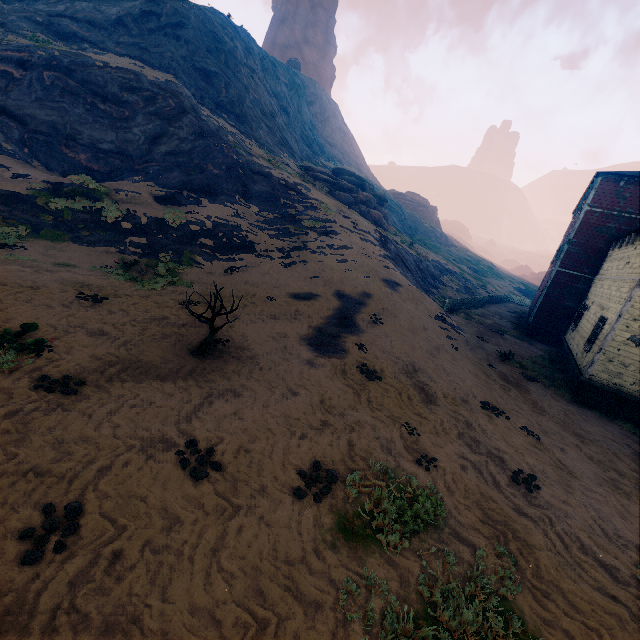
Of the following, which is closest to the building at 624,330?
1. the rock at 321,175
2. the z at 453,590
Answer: the z at 453,590

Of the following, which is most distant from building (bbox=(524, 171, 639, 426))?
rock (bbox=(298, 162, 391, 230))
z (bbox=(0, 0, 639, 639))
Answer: rock (bbox=(298, 162, 391, 230))

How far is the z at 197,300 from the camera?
11.0m

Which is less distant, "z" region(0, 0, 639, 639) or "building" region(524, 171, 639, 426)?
"z" region(0, 0, 639, 639)

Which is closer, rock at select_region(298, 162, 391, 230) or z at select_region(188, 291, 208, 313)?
z at select_region(188, 291, 208, 313)

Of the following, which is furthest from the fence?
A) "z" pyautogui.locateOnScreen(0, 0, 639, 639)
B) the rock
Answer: the rock

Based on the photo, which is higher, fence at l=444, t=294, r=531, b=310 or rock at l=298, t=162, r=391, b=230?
rock at l=298, t=162, r=391, b=230

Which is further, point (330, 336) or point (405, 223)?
point (405, 223)
